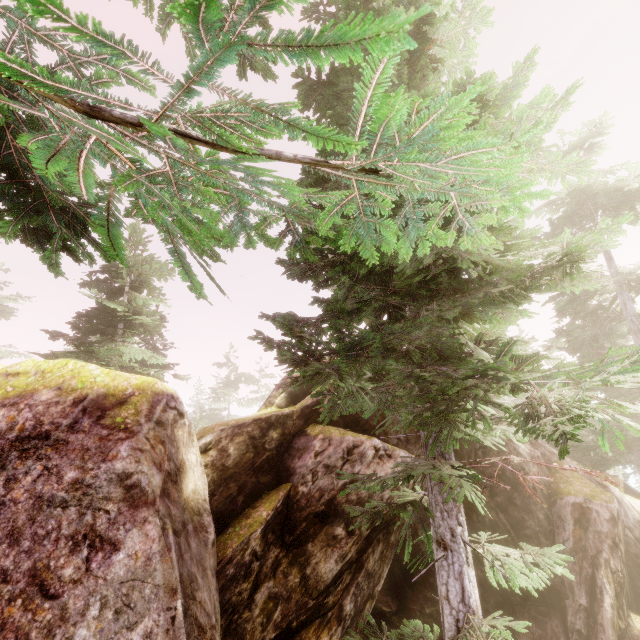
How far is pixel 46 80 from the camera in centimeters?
95cm

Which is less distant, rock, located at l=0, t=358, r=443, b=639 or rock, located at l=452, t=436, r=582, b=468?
rock, located at l=0, t=358, r=443, b=639

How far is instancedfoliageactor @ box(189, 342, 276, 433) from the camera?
38.0m

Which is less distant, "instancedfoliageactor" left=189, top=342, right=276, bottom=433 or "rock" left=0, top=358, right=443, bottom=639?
"rock" left=0, top=358, right=443, bottom=639

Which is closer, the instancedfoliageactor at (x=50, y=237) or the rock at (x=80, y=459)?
the instancedfoliageactor at (x=50, y=237)

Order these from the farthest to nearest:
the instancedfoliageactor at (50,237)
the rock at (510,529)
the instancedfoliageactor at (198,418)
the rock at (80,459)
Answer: the instancedfoliageactor at (198,418) < the rock at (510,529) < the rock at (80,459) < the instancedfoliageactor at (50,237)

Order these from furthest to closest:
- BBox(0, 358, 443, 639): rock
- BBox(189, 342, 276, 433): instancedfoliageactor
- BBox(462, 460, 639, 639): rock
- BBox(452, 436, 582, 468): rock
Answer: BBox(189, 342, 276, 433): instancedfoliageactor, BBox(452, 436, 582, 468): rock, BBox(462, 460, 639, 639): rock, BBox(0, 358, 443, 639): rock
